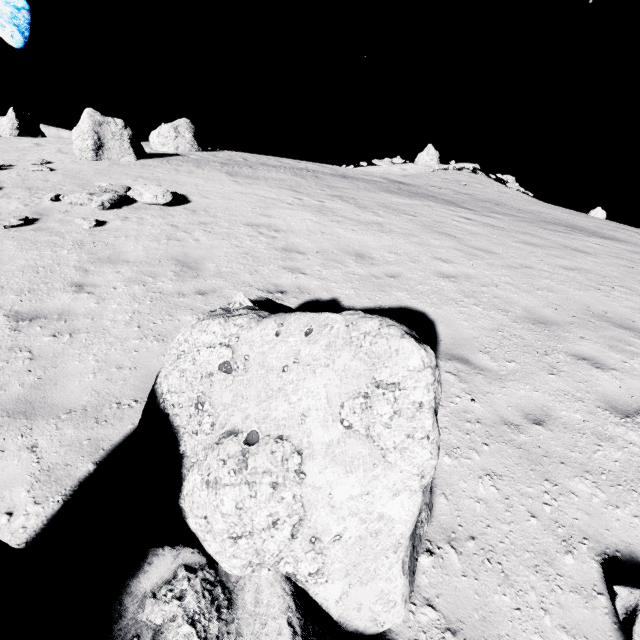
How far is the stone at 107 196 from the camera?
10.02m

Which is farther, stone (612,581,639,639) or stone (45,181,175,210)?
stone (45,181,175,210)

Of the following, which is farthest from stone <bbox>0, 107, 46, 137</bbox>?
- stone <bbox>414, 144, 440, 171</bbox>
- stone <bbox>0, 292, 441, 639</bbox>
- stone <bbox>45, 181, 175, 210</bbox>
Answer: stone <bbox>414, 144, 440, 171</bbox>

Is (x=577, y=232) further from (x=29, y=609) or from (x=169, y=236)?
(x=29, y=609)

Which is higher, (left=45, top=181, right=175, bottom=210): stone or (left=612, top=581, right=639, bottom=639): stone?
(left=45, top=181, right=175, bottom=210): stone

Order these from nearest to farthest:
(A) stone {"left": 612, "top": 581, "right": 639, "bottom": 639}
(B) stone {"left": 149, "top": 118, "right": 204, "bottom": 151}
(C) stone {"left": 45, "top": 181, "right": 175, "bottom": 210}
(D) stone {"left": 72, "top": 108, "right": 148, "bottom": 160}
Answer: (A) stone {"left": 612, "top": 581, "right": 639, "bottom": 639}, (C) stone {"left": 45, "top": 181, "right": 175, "bottom": 210}, (D) stone {"left": 72, "top": 108, "right": 148, "bottom": 160}, (B) stone {"left": 149, "top": 118, "right": 204, "bottom": 151}

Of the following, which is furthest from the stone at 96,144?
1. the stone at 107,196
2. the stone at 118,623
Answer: the stone at 118,623

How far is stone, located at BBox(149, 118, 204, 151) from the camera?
21.84m
